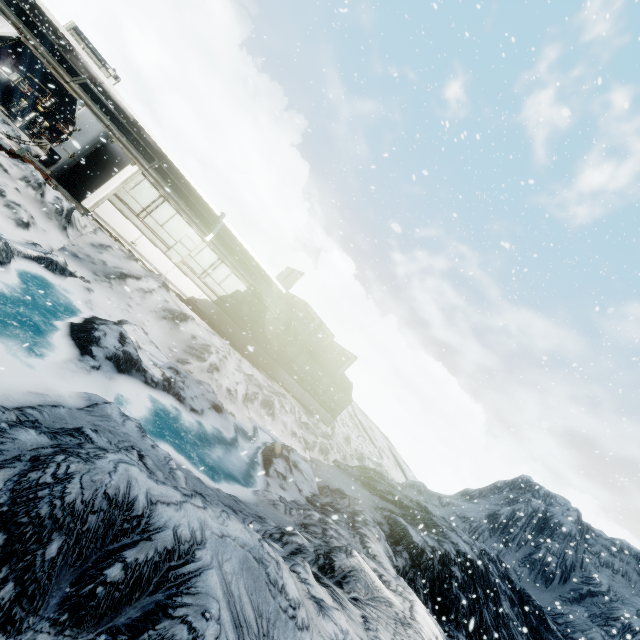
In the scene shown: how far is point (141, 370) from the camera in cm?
742

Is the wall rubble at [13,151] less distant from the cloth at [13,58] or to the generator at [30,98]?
the generator at [30,98]

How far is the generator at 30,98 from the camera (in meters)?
15.89

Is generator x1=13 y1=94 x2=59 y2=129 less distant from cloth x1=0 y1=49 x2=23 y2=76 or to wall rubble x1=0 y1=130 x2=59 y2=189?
cloth x1=0 y1=49 x2=23 y2=76

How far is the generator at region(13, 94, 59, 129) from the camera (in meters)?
16.16

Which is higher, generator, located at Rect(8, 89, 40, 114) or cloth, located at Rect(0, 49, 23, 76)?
cloth, located at Rect(0, 49, 23, 76)

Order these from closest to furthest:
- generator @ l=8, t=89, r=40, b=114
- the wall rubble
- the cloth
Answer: the wall rubble, generator @ l=8, t=89, r=40, b=114, the cloth
